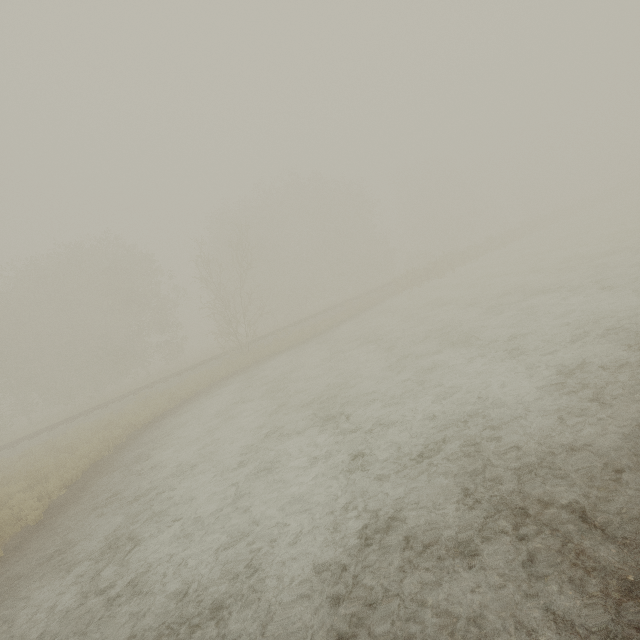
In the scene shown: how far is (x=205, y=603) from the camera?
4.26m
